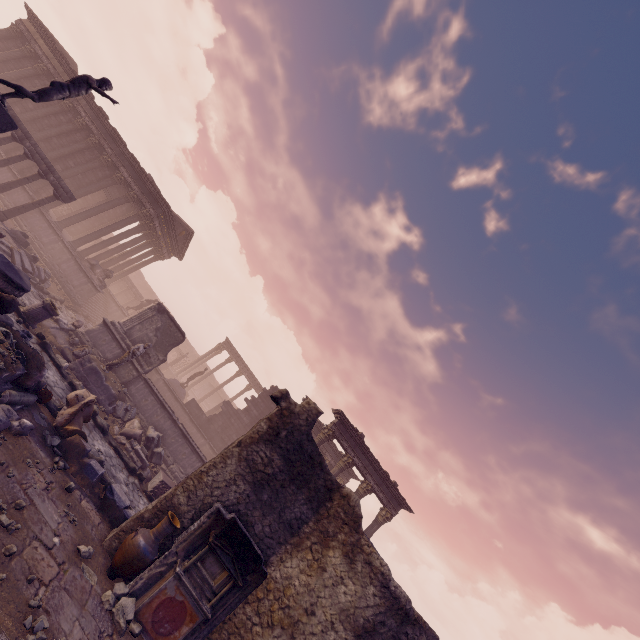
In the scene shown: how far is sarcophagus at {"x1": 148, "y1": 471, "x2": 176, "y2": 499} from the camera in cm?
1094

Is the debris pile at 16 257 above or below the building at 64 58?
below

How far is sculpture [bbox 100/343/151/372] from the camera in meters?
12.3

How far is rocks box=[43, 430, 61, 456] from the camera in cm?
702

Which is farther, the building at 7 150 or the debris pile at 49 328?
the building at 7 150

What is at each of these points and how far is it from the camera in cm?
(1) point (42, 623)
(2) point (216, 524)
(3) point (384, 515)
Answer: (1) stone, 414
(2) altar, 682
(3) column, 1662

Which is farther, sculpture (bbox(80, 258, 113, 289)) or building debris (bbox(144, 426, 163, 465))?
sculpture (bbox(80, 258, 113, 289))

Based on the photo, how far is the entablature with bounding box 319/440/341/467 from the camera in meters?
22.8
